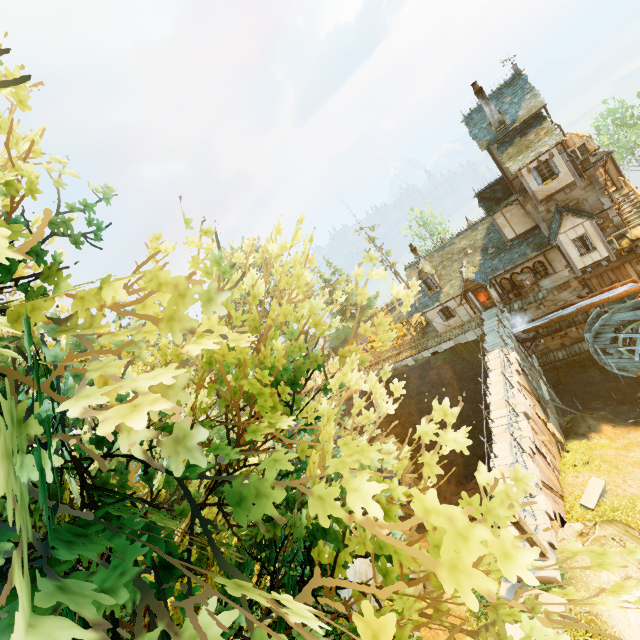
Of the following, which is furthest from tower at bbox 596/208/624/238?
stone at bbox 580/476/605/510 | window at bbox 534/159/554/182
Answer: stone at bbox 580/476/605/510

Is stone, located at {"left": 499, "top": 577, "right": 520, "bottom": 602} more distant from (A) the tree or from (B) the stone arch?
(B) the stone arch

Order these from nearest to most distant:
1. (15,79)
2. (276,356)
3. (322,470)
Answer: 1. (15,79)
2. (322,470)
3. (276,356)

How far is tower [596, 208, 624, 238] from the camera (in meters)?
21.41

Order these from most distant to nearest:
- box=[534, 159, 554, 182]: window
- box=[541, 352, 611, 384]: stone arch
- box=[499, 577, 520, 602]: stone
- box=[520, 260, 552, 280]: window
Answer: box=[541, 352, 611, 384]: stone arch < box=[520, 260, 552, 280]: window < box=[534, 159, 554, 182]: window < box=[499, 577, 520, 602]: stone

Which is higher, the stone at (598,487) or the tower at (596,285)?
the tower at (596,285)

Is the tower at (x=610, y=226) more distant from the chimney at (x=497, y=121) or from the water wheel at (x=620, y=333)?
the chimney at (x=497, y=121)

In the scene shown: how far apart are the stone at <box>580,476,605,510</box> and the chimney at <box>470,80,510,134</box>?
21.1 meters
